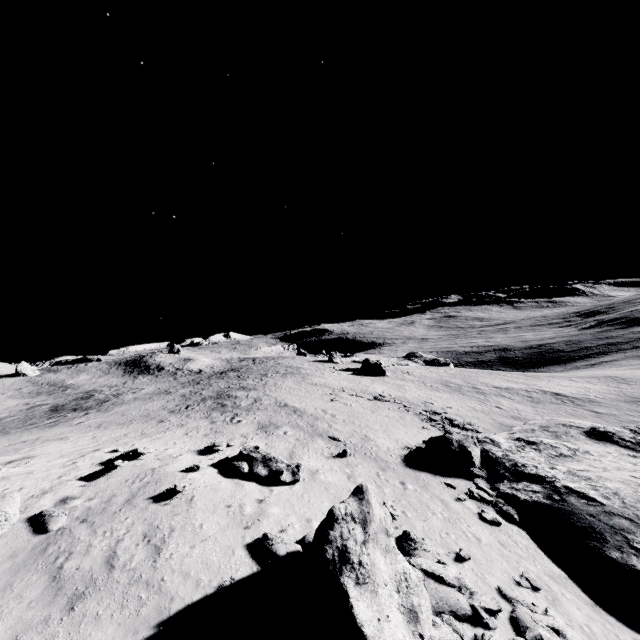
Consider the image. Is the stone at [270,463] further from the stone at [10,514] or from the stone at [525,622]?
the stone at [10,514]

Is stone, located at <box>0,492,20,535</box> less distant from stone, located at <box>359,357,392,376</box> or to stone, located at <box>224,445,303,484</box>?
stone, located at <box>224,445,303,484</box>

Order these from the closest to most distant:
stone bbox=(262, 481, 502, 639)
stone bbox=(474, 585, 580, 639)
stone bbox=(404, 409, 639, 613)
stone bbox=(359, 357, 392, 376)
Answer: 1. stone bbox=(262, 481, 502, 639)
2. stone bbox=(474, 585, 580, 639)
3. stone bbox=(404, 409, 639, 613)
4. stone bbox=(359, 357, 392, 376)

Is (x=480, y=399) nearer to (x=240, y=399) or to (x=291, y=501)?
(x=240, y=399)

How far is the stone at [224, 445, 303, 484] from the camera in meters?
Answer: 13.9

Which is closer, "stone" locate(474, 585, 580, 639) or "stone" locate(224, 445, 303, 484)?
"stone" locate(474, 585, 580, 639)

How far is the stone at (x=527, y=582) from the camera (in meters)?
11.02

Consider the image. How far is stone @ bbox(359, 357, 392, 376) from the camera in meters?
53.1 m
